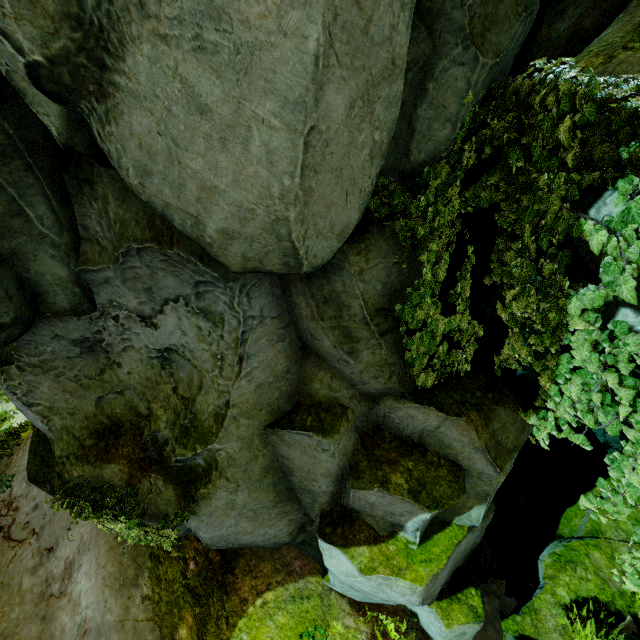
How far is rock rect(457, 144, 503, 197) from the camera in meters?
4.2 m

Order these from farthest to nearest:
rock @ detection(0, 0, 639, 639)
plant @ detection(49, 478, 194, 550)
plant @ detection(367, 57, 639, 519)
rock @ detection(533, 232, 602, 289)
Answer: plant @ detection(49, 478, 194, 550), rock @ detection(533, 232, 602, 289), plant @ detection(367, 57, 639, 519), rock @ detection(0, 0, 639, 639)

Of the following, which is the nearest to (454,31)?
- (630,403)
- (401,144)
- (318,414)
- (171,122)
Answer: (401,144)

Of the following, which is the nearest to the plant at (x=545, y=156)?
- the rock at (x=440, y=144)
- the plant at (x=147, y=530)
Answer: the rock at (x=440, y=144)

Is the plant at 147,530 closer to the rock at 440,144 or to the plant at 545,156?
the rock at 440,144

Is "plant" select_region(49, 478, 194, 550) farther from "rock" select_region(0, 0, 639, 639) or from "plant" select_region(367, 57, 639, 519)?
"plant" select_region(367, 57, 639, 519)
